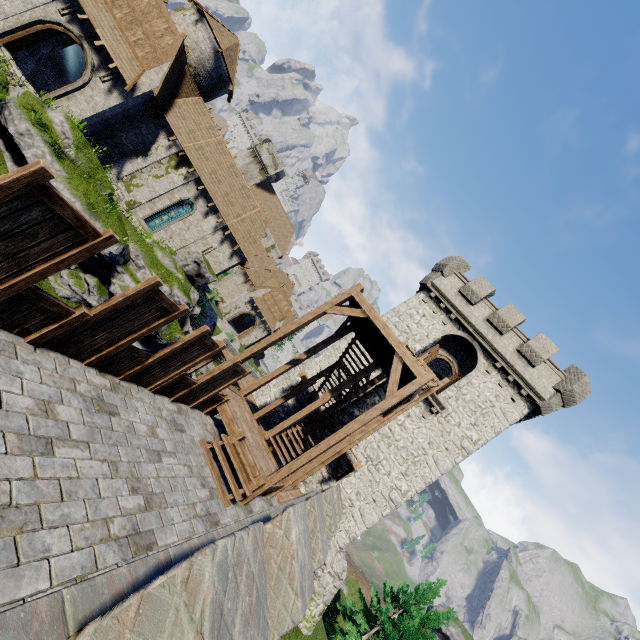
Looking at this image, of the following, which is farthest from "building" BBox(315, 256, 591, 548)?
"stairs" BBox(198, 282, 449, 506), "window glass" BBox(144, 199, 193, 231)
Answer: "window glass" BBox(144, 199, 193, 231)

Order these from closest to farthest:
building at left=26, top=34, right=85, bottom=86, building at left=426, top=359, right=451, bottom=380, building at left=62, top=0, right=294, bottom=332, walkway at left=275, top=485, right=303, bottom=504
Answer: walkway at left=275, top=485, right=303, bottom=504, building at left=62, top=0, right=294, bottom=332, building at left=26, top=34, right=85, bottom=86, building at left=426, top=359, right=451, bottom=380

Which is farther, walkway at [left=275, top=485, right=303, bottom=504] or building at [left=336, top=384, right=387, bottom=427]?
building at [left=336, top=384, right=387, bottom=427]

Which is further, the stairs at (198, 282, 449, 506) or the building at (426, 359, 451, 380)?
the building at (426, 359, 451, 380)

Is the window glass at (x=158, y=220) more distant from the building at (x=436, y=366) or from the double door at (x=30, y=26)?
→ the building at (x=436, y=366)

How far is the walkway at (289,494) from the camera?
12.5 meters

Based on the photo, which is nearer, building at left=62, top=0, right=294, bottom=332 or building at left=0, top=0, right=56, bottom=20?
building at left=0, top=0, right=56, bottom=20

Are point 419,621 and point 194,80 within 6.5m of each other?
no
